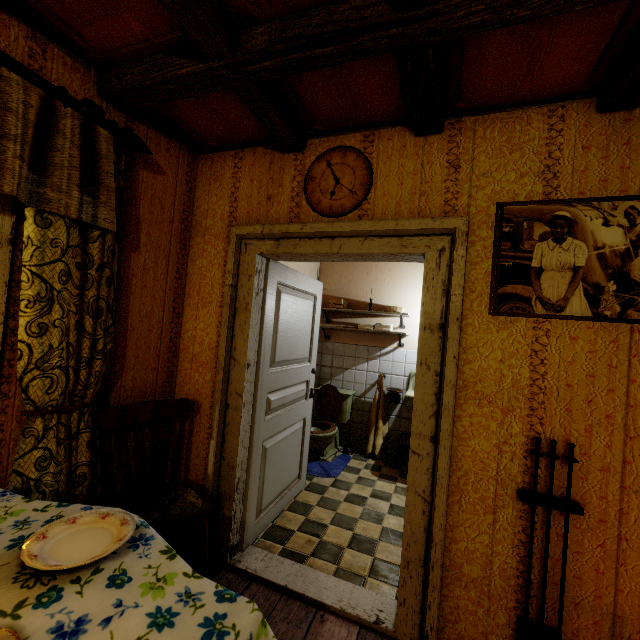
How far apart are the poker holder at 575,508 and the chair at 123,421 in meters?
1.7 m

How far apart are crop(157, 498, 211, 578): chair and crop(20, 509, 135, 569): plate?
0.5 meters

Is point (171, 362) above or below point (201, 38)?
below

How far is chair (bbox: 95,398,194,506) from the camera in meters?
1.8 m

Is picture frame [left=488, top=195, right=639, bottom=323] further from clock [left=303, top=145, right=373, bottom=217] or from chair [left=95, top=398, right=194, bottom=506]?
chair [left=95, top=398, right=194, bottom=506]

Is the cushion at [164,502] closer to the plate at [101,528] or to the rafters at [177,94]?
the plate at [101,528]

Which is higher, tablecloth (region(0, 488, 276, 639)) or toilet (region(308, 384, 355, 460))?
tablecloth (region(0, 488, 276, 639))

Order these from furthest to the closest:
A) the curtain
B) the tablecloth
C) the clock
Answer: the clock → the curtain → the tablecloth
